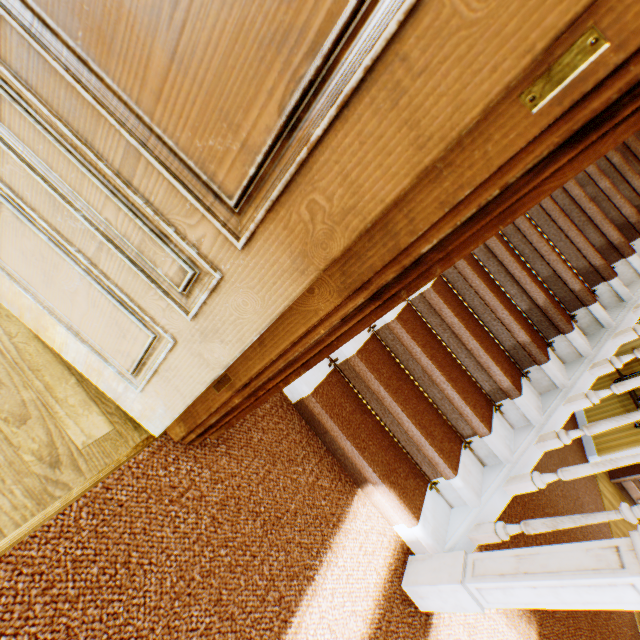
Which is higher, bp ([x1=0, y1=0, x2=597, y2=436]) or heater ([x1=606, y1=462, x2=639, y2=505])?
bp ([x1=0, y1=0, x2=597, y2=436])

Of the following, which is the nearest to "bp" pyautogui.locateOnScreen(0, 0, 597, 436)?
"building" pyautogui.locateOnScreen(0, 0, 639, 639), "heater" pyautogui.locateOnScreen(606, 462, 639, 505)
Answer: "building" pyautogui.locateOnScreen(0, 0, 639, 639)

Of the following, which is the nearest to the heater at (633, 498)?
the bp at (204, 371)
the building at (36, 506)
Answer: the building at (36, 506)

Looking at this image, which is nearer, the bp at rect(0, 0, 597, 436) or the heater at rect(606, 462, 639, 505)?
the bp at rect(0, 0, 597, 436)

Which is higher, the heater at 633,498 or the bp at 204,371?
the bp at 204,371

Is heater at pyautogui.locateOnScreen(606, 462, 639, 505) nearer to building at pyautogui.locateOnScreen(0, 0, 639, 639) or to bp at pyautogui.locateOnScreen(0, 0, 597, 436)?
building at pyautogui.locateOnScreen(0, 0, 639, 639)

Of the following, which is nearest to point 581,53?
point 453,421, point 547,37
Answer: point 547,37

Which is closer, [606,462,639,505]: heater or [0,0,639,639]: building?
[0,0,639,639]: building
